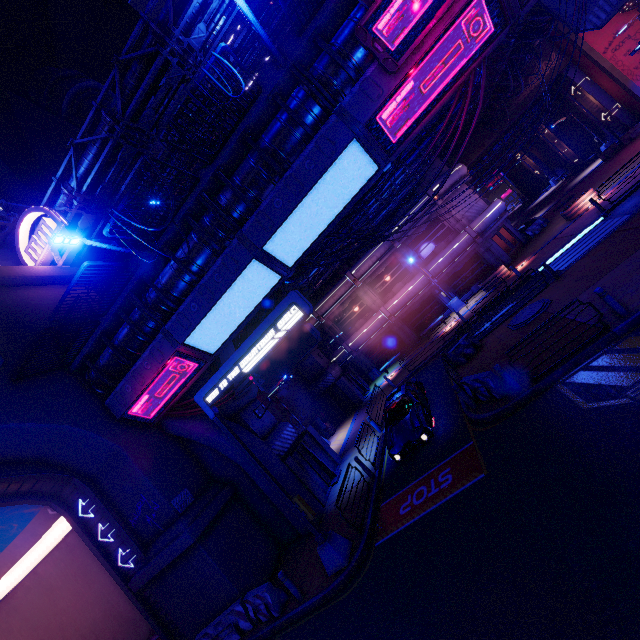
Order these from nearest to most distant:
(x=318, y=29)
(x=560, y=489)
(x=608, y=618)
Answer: (x=608, y=618)
(x=560, y=489)
(x=318, y=29)

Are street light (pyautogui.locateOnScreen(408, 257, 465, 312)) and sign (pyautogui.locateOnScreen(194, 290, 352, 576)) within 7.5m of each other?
no

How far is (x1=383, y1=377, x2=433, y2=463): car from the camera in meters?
12.1

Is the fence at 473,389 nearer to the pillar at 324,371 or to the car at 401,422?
the car at 401,422

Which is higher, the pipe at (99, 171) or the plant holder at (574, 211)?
the pipe at (99, 171)

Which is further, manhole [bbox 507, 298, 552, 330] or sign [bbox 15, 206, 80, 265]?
sign [bbox 15, 206, 80, 265]

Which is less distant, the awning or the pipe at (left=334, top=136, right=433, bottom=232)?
the pipe at (left=334, top=136, right=433, bottom=232)

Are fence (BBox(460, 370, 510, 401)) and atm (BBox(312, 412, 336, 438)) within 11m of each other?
no
